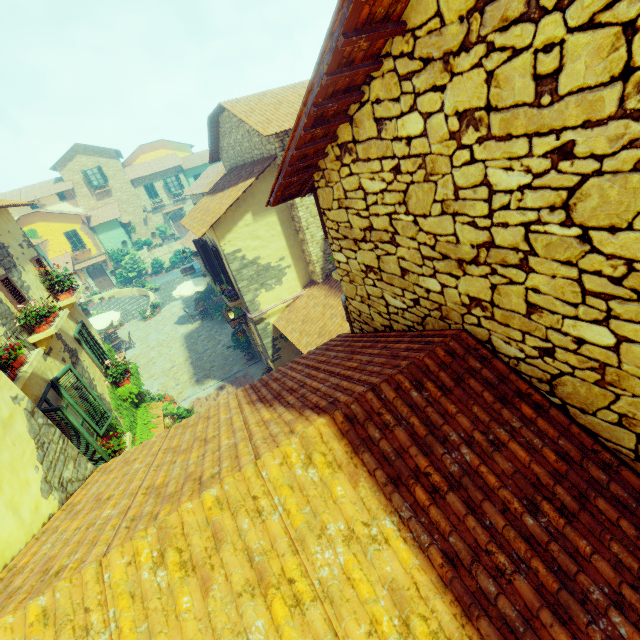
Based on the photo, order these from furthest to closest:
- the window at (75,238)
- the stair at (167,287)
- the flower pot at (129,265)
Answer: the flower pot at (129,265) < the window at (75,238) < the stair at (167,287)

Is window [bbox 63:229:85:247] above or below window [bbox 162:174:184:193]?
below

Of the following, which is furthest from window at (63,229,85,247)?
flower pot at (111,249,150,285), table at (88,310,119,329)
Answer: table at (88,310,119,329)

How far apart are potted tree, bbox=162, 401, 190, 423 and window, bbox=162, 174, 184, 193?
31.2 meters

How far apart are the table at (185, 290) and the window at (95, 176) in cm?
1964

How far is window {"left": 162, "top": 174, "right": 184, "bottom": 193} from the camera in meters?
36.4

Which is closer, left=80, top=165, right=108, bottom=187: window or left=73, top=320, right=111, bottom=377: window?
left=73, top=320, right=111, bottom=377: window

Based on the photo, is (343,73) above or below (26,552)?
above
